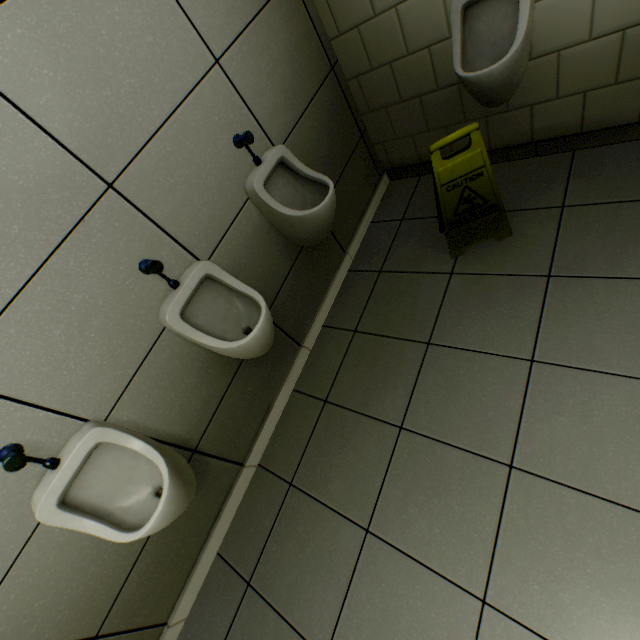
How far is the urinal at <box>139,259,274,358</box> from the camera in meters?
1.4 m

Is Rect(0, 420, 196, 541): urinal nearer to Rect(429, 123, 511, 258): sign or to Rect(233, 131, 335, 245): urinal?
Rect(233, 131, 335, 245): urinal

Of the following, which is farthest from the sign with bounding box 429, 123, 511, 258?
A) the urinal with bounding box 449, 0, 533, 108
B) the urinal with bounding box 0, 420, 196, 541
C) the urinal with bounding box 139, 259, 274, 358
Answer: the urinal with bounding box 0, 420, 196, 541

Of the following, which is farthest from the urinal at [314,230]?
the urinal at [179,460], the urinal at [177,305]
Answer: the urinal at [179,460]

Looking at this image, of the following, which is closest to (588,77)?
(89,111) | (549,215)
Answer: (549,215)

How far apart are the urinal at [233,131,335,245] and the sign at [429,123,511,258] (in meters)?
Result: 0.54

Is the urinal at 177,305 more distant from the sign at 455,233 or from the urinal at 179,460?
the sign at 455,233

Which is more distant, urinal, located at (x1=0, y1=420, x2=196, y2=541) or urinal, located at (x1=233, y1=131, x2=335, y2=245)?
urinal, located at (x1=233, y1=131, x2=335, y2=245)
